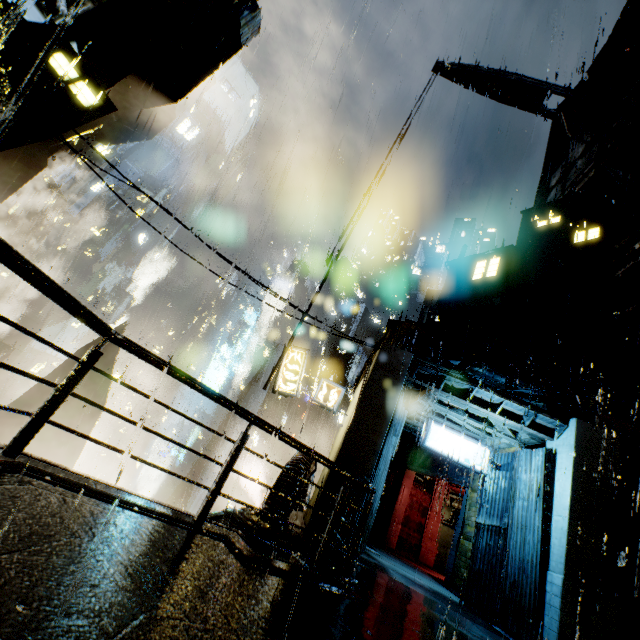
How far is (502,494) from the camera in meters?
11.7 m

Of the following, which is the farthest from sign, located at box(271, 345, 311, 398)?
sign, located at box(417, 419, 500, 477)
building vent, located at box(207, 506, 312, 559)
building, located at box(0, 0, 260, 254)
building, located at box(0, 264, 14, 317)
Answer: building, located at box(0, 264, 14, 317)

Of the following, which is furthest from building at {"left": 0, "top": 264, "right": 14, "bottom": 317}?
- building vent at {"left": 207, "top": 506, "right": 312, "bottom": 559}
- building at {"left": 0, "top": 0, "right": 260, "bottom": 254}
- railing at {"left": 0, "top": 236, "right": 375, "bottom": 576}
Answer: railing at {"left": 0, "top": 236, "right": 375, "bottom": 576}

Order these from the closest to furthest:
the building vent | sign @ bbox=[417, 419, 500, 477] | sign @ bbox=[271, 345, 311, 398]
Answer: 1. the building vent
2. sign @ bbox=[417, 419, 500, 477]
3. sign @ bbox=[271, 345, 311, 398]

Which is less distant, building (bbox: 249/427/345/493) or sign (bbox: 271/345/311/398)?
building (bbox: 249/427/345/493)

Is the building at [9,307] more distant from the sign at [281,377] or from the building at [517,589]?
the sign at [281,377]

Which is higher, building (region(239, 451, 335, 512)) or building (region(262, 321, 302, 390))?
building (region(262, 321, 302, 390))

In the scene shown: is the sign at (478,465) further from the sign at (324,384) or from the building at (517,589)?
the sign at (324,384)
